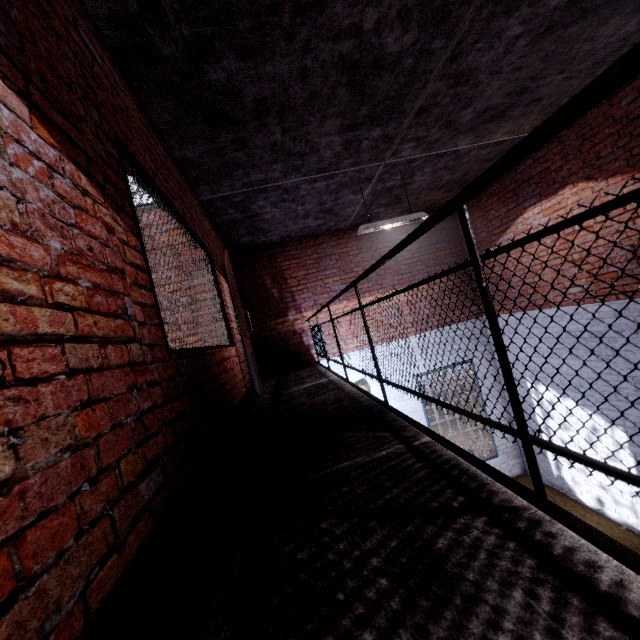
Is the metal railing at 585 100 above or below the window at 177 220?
below

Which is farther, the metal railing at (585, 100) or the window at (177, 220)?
the window at (177, 220)

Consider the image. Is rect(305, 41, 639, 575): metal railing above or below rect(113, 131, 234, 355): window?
below

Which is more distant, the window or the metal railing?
the window

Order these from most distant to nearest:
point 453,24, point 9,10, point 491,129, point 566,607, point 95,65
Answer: point 491,129 < point 453,24 < point 95,65 < point 9,10 < point 566,607

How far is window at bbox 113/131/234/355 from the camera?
1.9 meters
